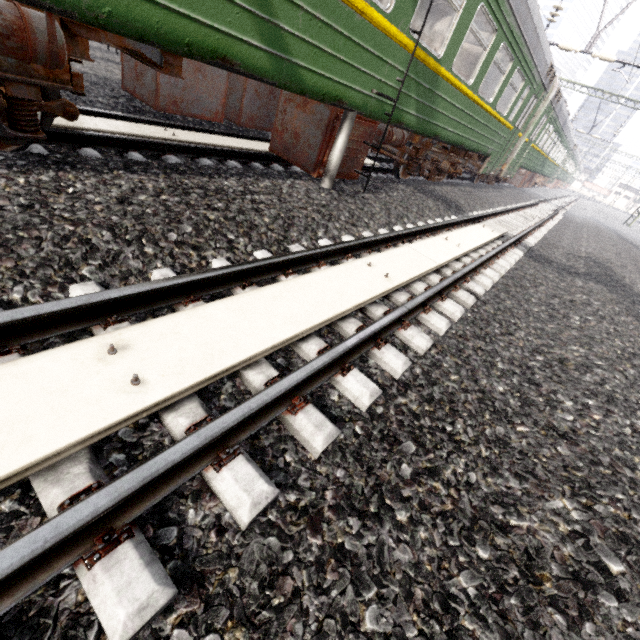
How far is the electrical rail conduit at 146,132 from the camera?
3.90m

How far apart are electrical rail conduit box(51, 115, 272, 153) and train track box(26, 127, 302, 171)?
0.2 meters

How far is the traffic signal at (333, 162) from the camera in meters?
4.7

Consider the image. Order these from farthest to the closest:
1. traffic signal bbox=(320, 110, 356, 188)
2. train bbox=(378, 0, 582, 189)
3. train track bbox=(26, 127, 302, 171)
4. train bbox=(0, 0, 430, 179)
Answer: train bbox=(378, 0, 582, 189), traffic signal bbox=(320, 110, 356, 188), train track bbox=(26, 127, 302, 171), train bbox=(0, 0, 430, 179)

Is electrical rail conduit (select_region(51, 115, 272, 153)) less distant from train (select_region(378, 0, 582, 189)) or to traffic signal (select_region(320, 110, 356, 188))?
train (select_region(378, 0, 582, 189))

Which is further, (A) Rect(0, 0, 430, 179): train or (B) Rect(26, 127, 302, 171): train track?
(B) Rect(26, 127, 302, 171): train track

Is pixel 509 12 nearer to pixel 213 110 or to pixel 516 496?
pixel 213 110

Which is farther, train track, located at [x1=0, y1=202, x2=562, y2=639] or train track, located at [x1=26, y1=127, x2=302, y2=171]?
train track, located at [x1=26, y1=127, x2=302, y2=171]
